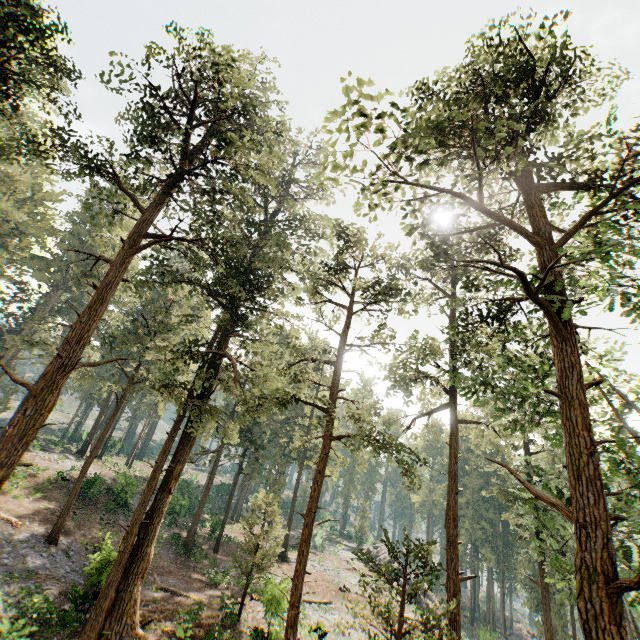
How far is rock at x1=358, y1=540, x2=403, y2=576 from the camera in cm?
4027

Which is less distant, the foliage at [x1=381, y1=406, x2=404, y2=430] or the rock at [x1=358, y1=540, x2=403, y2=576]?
the foliage at [x1=381, y1=406, x2=404, y2=430]

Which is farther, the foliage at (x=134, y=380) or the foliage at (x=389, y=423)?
the foliage at (x=389, y=423)

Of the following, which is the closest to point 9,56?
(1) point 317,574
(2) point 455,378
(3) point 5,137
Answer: (3) point 5,137

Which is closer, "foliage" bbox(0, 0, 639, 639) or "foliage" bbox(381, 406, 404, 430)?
"foliage" bbox(0, 0, 639, 639)

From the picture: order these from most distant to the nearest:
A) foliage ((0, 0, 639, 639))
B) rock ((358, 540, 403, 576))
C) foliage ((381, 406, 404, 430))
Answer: rock ((358, 540, 403, 576))
foliage ((381, 406, 404, 430))
foliage ((0, 0, 639, 639))

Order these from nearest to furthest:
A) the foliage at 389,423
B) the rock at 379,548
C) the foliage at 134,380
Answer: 1. the foliage at 134,380
2. the foliage at 389,423
3. the rock at 379,548
